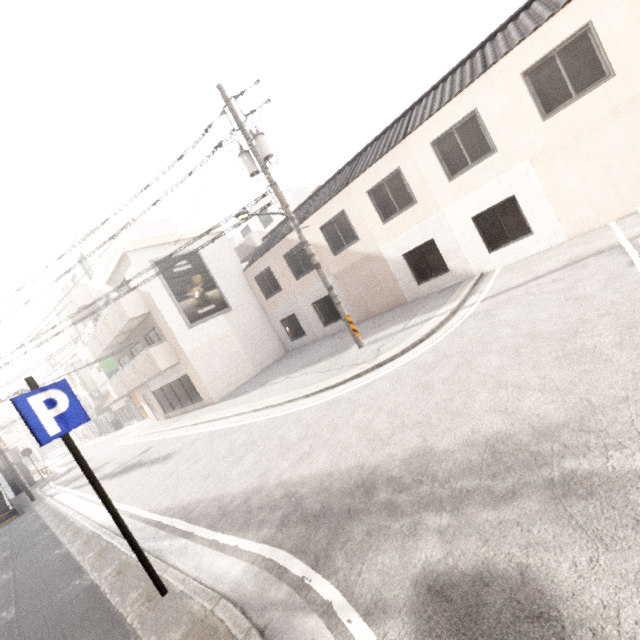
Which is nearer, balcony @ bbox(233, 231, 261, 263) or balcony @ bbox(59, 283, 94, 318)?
balcony @ bbox(59, 283, 94, 318)

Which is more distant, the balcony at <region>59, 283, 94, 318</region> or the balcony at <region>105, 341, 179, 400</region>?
the balcony at <region>59, 283, 94, 318</region>

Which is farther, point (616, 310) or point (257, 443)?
point (257, 443)

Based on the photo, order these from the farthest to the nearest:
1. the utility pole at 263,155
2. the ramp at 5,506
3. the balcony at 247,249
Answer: the balcony at 247,249
the ramp at 5,506
the utility pole at 263,155

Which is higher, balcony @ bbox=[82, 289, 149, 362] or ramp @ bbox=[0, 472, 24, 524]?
balcony @ bbox=[82, 289, 149, 362]

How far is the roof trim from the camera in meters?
15.6 m

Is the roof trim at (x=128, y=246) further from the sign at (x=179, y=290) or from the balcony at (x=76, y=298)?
the balcony at (x=76, y=298)

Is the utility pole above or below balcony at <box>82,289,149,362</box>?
above
